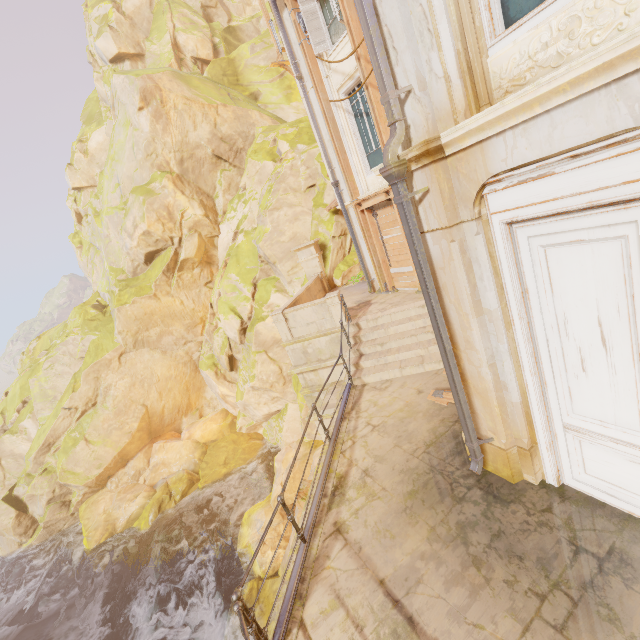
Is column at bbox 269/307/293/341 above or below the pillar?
below

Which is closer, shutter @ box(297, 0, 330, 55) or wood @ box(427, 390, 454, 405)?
wood @ box(427, 390, 454, 405)

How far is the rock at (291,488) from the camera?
15.75m

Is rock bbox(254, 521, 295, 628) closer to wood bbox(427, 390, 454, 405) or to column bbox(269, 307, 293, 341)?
column bbox(269, 307, 293, 341)

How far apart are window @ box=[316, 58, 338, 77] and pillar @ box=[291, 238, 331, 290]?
6.68m

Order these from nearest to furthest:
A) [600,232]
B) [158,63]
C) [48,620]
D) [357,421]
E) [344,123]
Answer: [600,232], [357,421], [344,123], [48,620], [158,63]

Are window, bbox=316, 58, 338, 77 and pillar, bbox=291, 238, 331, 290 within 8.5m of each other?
yes
